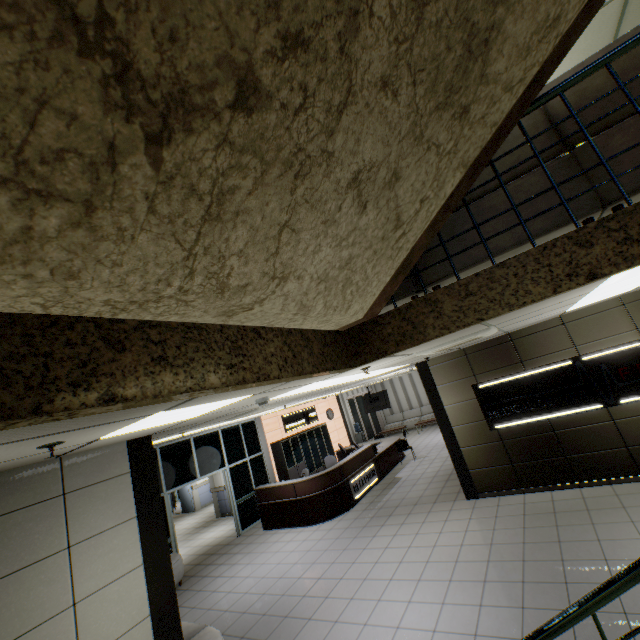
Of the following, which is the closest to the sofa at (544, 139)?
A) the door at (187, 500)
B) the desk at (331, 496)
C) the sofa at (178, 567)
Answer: the sofa at (178, 567)

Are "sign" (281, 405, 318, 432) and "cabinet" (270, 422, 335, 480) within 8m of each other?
yes

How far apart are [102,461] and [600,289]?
5.79m

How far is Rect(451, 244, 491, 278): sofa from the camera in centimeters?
234cm

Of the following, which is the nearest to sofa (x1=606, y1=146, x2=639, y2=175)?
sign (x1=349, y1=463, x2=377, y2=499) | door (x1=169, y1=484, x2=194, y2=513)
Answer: sign (x1=349, y1=463, x2=377, y2=499)

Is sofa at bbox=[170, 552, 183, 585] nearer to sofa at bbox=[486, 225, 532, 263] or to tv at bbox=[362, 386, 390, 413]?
sofa at bbox=[486, 225, 532, 263]

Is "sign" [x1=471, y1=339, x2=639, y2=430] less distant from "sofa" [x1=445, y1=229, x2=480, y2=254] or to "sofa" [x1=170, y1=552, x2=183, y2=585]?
"sofa" [x1=445, y1=229, x2=480, y2=254]

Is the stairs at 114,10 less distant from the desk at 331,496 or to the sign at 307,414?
the desk at 331,496
